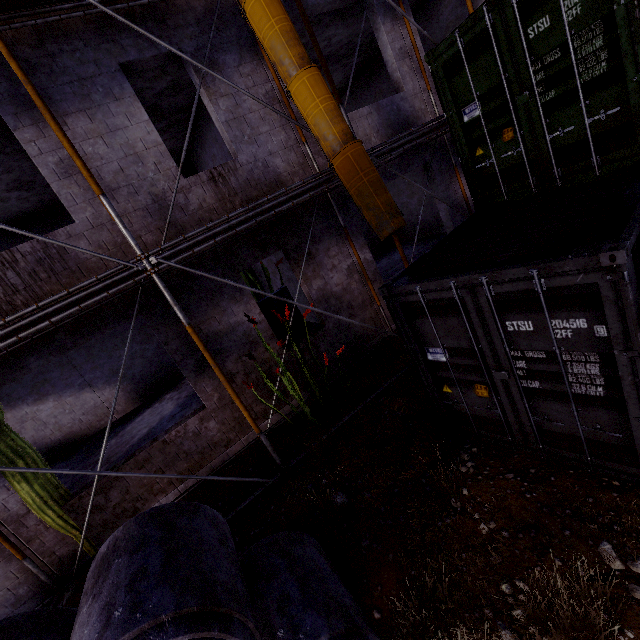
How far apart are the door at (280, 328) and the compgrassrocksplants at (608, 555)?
6.10m

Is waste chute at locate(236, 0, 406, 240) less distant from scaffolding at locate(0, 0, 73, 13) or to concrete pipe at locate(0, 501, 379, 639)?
scaffolding at locate(0, 0, 73, 13)

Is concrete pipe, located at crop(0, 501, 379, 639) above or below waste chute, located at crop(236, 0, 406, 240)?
below

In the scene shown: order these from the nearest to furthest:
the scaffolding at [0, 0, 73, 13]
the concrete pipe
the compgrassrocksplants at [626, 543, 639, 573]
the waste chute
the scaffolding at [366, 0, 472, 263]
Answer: the concrete pipe → the compgrassrocksplants at [626, 543, 639, 573] → the waste chute → the scaffolding at [0, 0, 73, 13] → the scaffolding at [366, 0, 472, 263]

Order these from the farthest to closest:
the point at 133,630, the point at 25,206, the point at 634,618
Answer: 1. the point at 25,206
2. the point at 634,618
3. the point at 133,630

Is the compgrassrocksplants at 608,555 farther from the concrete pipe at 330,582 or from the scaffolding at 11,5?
the scaffolding at 11,5

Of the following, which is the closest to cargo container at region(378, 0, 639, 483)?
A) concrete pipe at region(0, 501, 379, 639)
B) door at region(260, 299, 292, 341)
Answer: concrete pipe at region(0, 501, 379, 639)

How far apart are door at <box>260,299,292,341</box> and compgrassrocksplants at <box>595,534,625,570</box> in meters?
6.1 m
